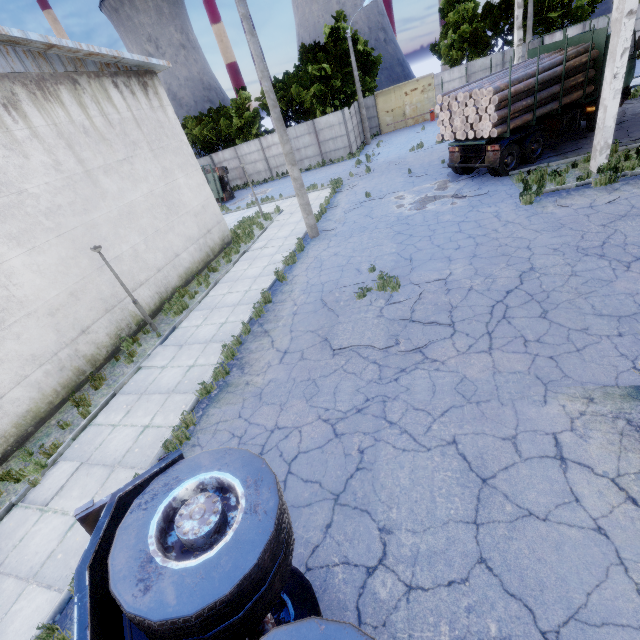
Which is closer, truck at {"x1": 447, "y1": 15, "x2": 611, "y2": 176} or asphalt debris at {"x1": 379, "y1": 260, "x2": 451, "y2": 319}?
asphalt debris at {"x1": 379, "y1": 260, "x2": 451, "y2": 319}

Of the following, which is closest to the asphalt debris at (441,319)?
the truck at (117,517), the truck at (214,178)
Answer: the truck at (117,517)

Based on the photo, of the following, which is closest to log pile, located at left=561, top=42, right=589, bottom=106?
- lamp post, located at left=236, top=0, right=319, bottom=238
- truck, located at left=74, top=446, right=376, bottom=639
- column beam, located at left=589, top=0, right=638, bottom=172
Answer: column beam, located at left=589, top=0, right=638, bottom=172

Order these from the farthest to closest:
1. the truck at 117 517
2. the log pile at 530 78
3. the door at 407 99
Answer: the door at 407 99 < the log pile at 530 78 < the truck at 117 517

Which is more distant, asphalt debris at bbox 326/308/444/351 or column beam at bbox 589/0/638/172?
column beam at bbox 589/0/638/172

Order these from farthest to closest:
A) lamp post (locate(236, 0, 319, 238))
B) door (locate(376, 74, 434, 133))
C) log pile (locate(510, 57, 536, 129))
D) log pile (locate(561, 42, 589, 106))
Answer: door (locate(376, 74, 434, 133))
log pile (locate(561, 42, 589, 106))
log pile (locate(510, 57, 536, 129))
lamp post (locate(236, 0, 319, 238))

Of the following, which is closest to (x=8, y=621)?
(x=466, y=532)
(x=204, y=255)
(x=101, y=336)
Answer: (x=466, y=532)

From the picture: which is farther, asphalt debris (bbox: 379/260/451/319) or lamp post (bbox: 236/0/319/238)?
lamp post (bbox: 236/0/319/238)
